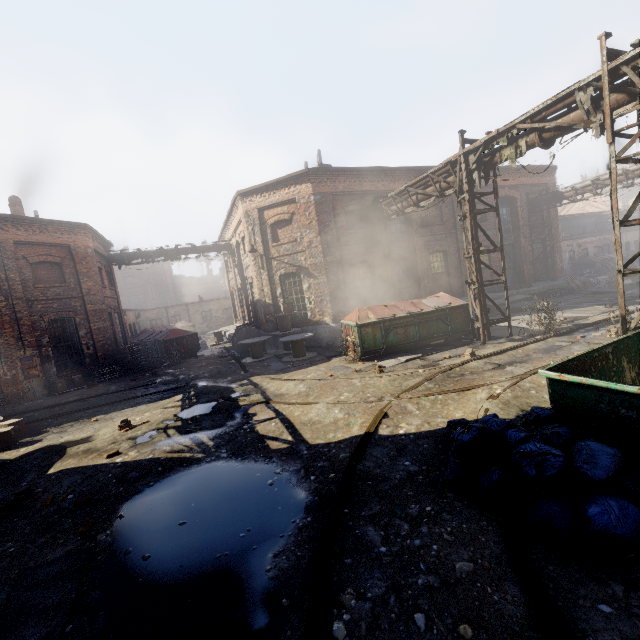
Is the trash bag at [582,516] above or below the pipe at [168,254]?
below

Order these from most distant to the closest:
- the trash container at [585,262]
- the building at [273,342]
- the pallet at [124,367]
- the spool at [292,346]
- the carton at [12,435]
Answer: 1. the trash container at [585,262]
2. the building at [273,342]
3. the pallet at [124,367]
4. the spool at [292,346]
5. the carton at [12,435]

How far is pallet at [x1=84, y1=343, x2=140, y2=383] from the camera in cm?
1556

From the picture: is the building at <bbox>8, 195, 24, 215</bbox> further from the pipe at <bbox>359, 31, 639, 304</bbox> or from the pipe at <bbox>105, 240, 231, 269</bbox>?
the pipe at <bbox>359, 31, 639, 304</bbox>

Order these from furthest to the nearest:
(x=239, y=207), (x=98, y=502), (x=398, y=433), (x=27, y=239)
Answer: (x=239, y=207) < (x=27, y=239) < (x=398, y=433) < (x=98, y=502)

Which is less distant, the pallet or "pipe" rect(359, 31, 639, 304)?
"pipe" rect(359, 31, 639, 304)

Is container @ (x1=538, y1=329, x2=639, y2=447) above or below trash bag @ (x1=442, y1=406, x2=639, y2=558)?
above

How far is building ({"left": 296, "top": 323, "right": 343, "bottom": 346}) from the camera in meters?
15.9
